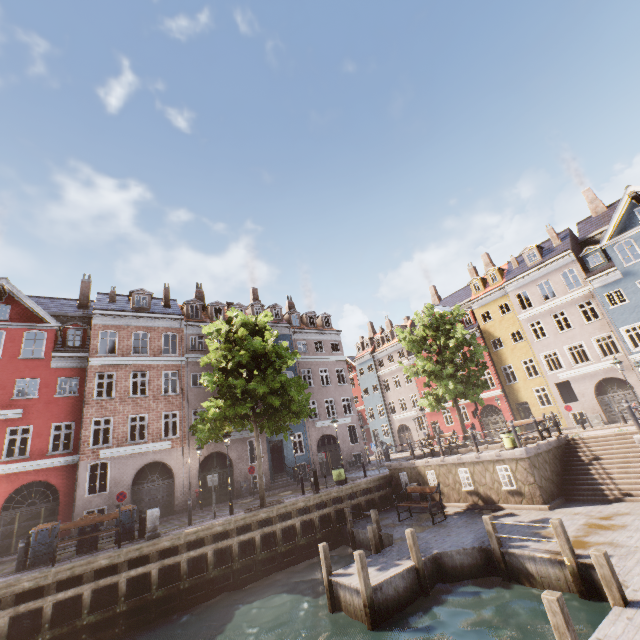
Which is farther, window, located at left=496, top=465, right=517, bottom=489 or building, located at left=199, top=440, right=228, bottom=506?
building, located at left=199, top=440, right=228, bottom=506

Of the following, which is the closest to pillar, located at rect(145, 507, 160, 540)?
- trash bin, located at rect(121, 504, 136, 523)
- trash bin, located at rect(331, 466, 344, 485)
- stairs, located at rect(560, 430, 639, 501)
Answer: trash bin, located at rect(121, 504, 136, 523)

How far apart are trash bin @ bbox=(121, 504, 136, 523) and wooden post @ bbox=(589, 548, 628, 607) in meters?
16.0 m

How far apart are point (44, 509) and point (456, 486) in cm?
2253

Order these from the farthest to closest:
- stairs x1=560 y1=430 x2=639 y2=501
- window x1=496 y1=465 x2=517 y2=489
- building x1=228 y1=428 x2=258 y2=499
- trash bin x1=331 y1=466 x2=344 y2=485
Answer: building x1=228 y1=428 x2=258 y2=499 < trash bin x1=331 y1=466 x2=344 y2=485 < window x1=496 y1=465 x2=517 y2=489 < stairs x1=560 y1=430 x2=639 y2=501

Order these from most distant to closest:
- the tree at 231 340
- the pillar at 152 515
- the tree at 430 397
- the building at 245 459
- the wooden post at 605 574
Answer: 1. the building at 245 459
2. the tree at 430 397
3. the tree at 231 340
4. the pillar at 152 515
5. the wooden post at 605 574

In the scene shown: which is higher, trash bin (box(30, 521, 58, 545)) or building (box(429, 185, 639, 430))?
building (box(429, 185, 639, 430))

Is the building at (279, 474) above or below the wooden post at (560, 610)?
above
